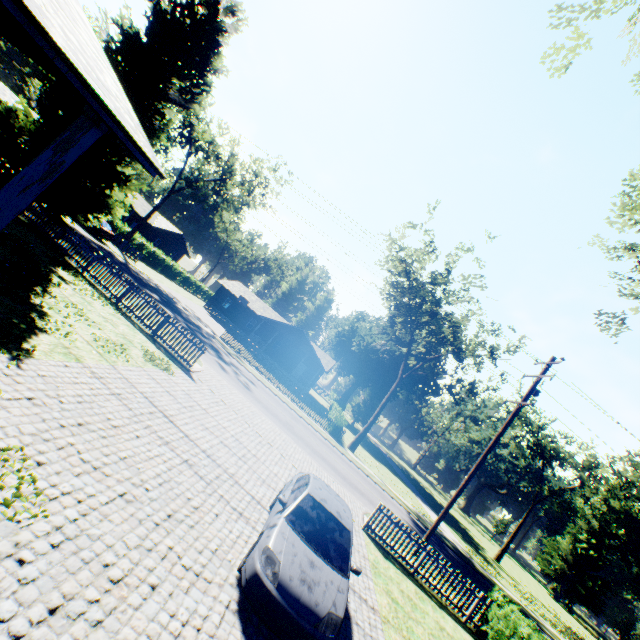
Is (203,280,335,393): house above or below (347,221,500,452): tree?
below

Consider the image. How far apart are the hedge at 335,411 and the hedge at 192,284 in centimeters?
3058cm

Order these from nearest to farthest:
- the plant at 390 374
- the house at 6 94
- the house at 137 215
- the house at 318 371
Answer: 1. the house at 318 371
2. the house at 137 215
3. the plant at 390 374
4. the house at 6 94

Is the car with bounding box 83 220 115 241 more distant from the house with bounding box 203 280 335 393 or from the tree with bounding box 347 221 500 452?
the tree with bounding box 347 221 500 452

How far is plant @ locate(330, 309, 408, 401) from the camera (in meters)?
51.66

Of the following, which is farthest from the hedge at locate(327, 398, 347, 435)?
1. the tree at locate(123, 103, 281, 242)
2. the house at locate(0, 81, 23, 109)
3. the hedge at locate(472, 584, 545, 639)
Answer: the house at locate(0, 81, 23, 109)

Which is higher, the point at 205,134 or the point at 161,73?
the point at 205,134

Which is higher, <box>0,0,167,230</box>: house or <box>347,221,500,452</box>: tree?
<box>347,221,500,452</box>: tree
